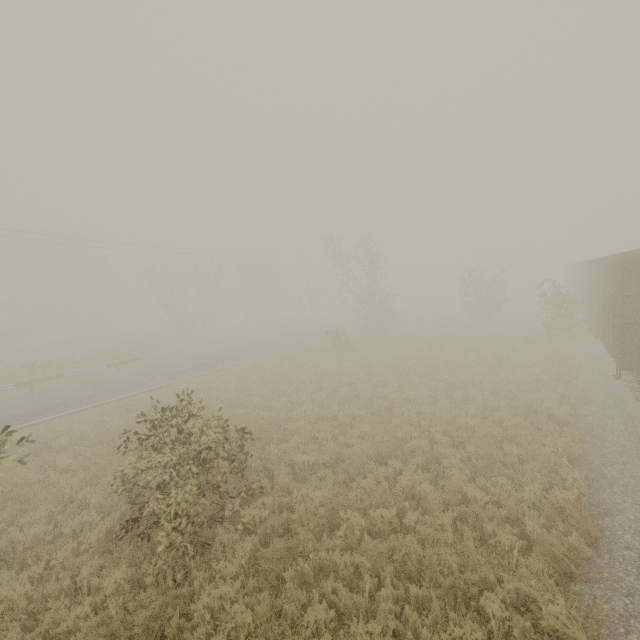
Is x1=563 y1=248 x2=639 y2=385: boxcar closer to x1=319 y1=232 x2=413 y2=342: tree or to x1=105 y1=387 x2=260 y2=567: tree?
x1=105 y1=387 x2=260 y2=567: tree

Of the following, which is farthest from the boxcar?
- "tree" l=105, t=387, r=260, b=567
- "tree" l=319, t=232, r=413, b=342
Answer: "tree" l=319, t=232, r=413, b=342

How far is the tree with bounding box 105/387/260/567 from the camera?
5.8m

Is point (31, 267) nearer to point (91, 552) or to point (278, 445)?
point (278, 445)

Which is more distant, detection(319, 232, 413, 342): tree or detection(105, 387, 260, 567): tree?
detection(319, 232, 413, 342): tree

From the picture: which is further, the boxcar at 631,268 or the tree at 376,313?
the tree at 376,313

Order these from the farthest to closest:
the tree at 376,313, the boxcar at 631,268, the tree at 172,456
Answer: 1. the tree at 376,313
2. the boxcar at 631,268
3. the tree at 172,456
